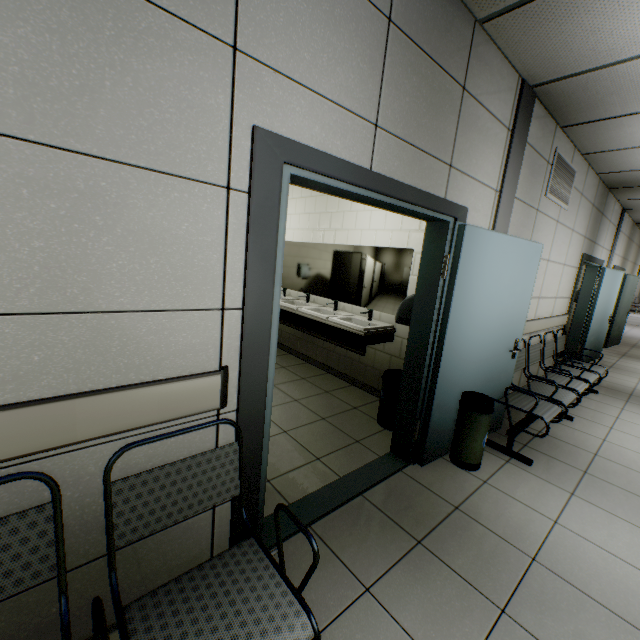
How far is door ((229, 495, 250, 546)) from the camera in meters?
1.6

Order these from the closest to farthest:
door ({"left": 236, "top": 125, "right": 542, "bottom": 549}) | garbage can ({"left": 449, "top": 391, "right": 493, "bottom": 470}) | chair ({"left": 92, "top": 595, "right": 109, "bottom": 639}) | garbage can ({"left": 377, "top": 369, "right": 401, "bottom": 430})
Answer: chair ({"left": 92, "top": 595, "right": 109, "bottom": 639}) < door ({"left": 236, "top": 125, "right": 542, "bottom": 549}) < garbage can ({"left": 449, "top": 391, "right": 493, "bottom": 470}) < garbage can ({"left": 377, "top": 369, "right": 401, "bottom": 430})

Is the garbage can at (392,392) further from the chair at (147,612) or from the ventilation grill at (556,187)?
the ventilation grill at (556,187)

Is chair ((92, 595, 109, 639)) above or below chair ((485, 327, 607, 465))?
above

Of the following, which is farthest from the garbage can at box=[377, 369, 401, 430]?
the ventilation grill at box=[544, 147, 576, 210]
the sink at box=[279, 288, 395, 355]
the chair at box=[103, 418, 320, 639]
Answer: the ventilation grill at box=[544, 147, 576, 210]

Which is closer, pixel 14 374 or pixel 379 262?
pixel 14 374

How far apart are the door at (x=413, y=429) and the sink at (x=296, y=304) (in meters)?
0.85
